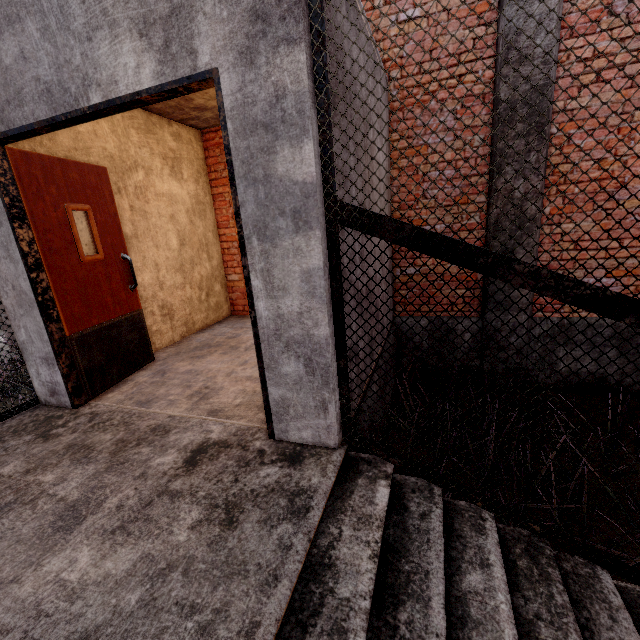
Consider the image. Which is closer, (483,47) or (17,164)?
(17,164)
